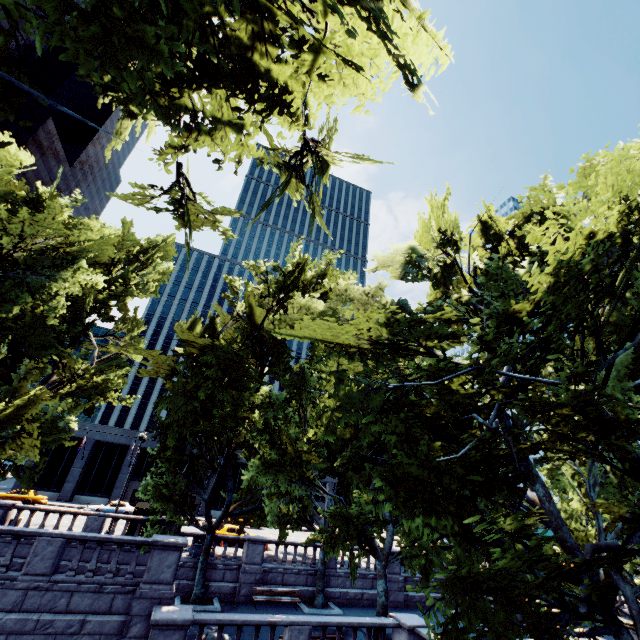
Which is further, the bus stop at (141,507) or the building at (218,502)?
the building at (218,502)

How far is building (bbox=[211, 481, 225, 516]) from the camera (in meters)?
48.19

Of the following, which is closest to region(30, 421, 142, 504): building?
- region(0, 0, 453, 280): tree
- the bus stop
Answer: region(0, 0, 453, 280): tree

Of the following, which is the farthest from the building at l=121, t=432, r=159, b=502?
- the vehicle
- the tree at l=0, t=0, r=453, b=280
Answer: the tree at l=0, t=0, r=453, b=280

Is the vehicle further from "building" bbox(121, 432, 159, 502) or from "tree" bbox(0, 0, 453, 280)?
"tree" bbox(0, 0, 453, 280)

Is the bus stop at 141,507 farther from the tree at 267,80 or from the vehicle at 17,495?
the vehicle at 17,495

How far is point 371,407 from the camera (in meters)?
9.73

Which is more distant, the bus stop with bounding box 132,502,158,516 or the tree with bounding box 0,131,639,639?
the bus stop with bounding box 132,502,158,516
